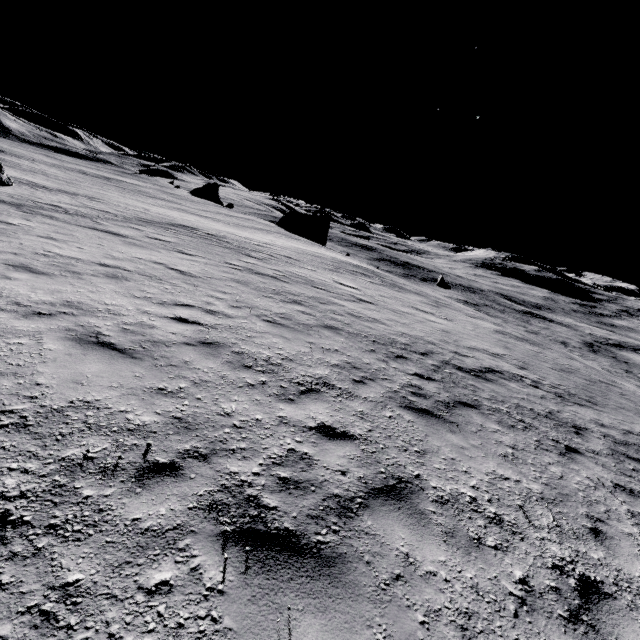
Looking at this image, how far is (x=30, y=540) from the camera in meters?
2.4
